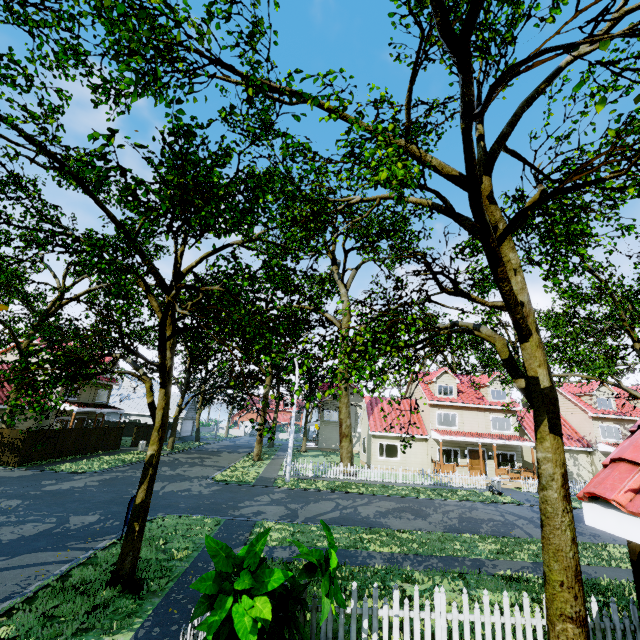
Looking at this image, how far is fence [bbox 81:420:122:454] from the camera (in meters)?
Result: 26.03

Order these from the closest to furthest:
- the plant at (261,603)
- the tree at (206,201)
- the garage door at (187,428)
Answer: the plant at (261,603) < the tree at (206,201) < the garage door at (187,428)

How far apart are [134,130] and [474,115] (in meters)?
10.08

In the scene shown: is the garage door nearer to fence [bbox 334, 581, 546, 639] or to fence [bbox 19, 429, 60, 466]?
fence [bbox 19, 429, 60, 466]

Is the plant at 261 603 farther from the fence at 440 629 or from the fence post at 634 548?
the fence post at 634 548

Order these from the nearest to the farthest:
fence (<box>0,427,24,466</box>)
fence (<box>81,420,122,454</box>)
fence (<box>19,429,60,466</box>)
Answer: fence (<box>0,427,24,466</box>) < fence (<box>19,429,60,466</box>) < fence (<box>81,420,122,454</box>)

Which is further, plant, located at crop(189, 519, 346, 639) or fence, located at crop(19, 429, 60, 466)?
fence, located at crop(19, 429, 60, 466)
